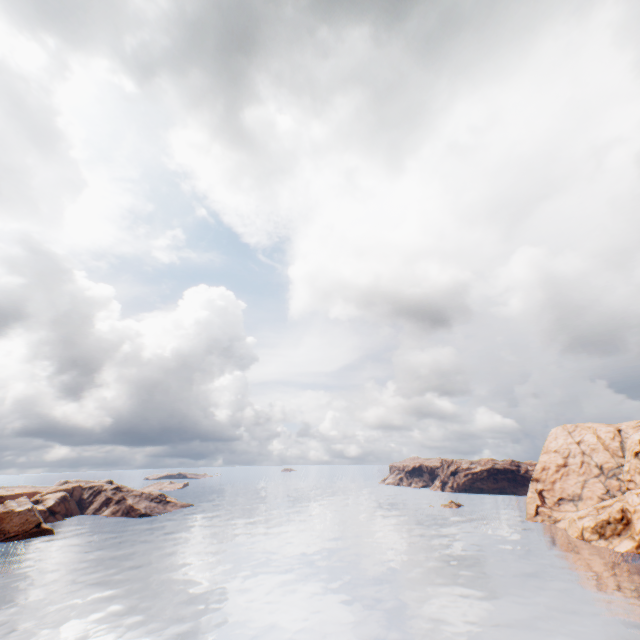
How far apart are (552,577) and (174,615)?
60.37m
